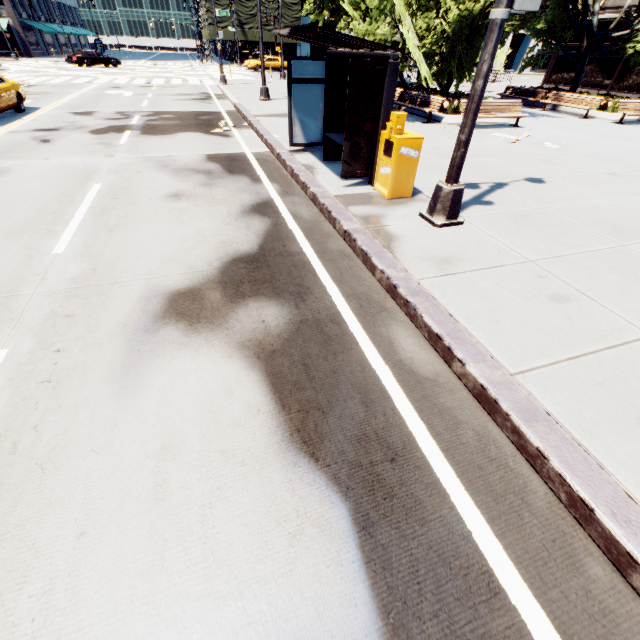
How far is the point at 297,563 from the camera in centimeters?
195cm

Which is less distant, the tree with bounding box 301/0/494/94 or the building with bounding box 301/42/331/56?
the tree with bounding box 301/0/494/94

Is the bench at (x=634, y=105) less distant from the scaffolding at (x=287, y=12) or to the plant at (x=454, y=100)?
the plant at (x=454, y=100)

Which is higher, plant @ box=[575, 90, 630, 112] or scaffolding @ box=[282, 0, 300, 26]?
scaffolding @ box=[282, 0, 300, 26]

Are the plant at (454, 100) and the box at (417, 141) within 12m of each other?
yes

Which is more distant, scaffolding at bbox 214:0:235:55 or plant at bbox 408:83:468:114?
scaffolding at bbox 214:0:235:55

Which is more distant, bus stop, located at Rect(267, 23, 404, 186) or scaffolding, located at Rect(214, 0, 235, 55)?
scaffolding, located at Rect(214, 0, 235, 55)

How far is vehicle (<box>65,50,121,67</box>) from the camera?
33.03m
